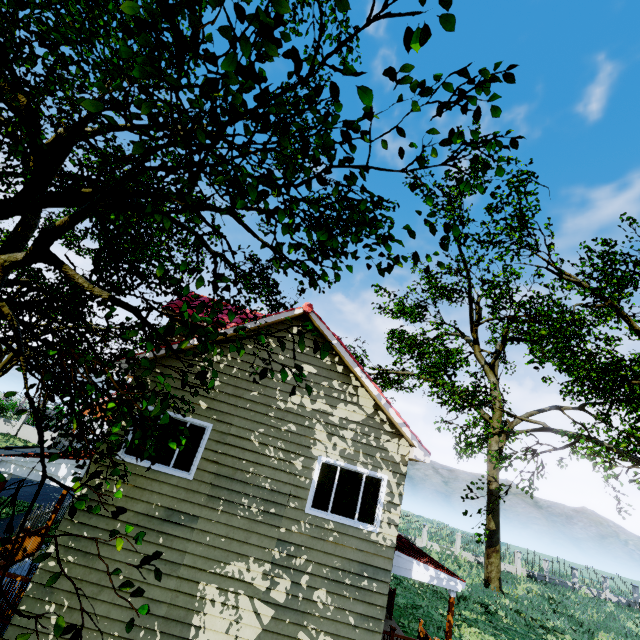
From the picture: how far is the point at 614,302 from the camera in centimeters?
1099cm

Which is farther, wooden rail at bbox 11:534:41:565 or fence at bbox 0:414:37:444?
fence at bbox 0:414:37:444

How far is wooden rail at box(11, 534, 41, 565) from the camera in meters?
9.1

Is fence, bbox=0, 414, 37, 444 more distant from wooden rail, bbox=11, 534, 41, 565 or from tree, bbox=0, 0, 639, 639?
wooden rail, bbox=11, 534, 41, 565

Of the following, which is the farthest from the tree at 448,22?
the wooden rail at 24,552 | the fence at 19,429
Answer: the wooden rail at 24,552

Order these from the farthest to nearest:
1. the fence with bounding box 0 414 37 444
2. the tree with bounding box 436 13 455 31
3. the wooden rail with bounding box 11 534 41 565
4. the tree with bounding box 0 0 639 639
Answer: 1. the fence with bounding box 0 414 37 444
2. the wooden rail with bounding box 11 534 41 565
3. the tree with bounding box 0 0 639 639
4. the tree with bounding box 436 13 455 31

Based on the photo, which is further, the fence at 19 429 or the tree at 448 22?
the fence at 19 429

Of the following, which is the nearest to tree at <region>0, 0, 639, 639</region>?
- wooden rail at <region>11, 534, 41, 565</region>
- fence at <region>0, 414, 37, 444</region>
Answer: fence at <region>0, 414, 37, 444</region>
